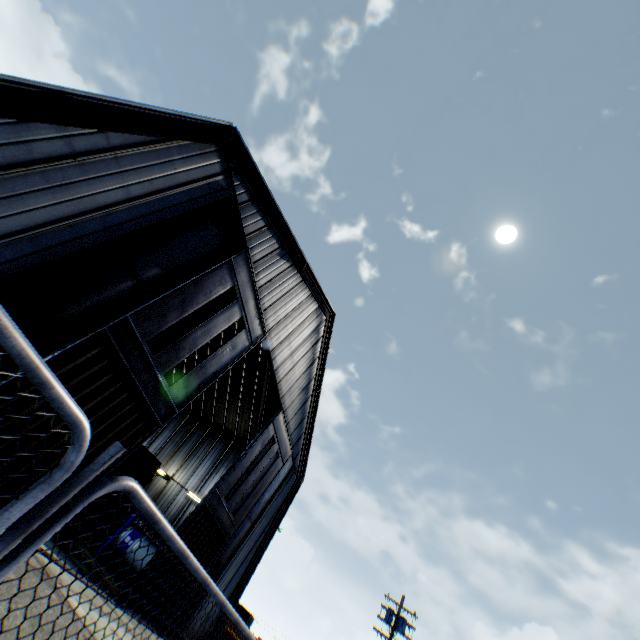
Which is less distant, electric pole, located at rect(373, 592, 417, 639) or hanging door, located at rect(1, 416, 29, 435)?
hanging door, located at rect(1, 416, 29, 435)

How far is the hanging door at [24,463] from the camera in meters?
8.3

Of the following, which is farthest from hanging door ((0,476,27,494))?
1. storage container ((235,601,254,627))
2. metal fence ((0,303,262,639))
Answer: storage container ((235,601,254,627))

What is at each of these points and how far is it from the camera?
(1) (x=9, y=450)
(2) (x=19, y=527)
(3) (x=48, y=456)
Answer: (1) hanging door, 8.1 meters
(2) metal fence, 1.3 meters
(3) hanging door, 9.0 meters

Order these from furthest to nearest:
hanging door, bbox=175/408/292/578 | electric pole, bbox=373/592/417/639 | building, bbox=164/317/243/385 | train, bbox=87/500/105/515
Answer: building, bbox=164/317/243/385, electric pole, bbox=373/592/417/639, hanging door, bbox=175/408/292/578, train, bbox=87/500/105/515

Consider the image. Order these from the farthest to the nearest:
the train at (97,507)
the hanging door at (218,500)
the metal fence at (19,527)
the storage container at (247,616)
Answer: the storage container at (247,616) < the hanging door at (218,500) < the train at (97,507) < the metal fence at (19,527)

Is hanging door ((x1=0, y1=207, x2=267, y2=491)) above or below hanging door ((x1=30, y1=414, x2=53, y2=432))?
above

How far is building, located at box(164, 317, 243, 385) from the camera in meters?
26.5
